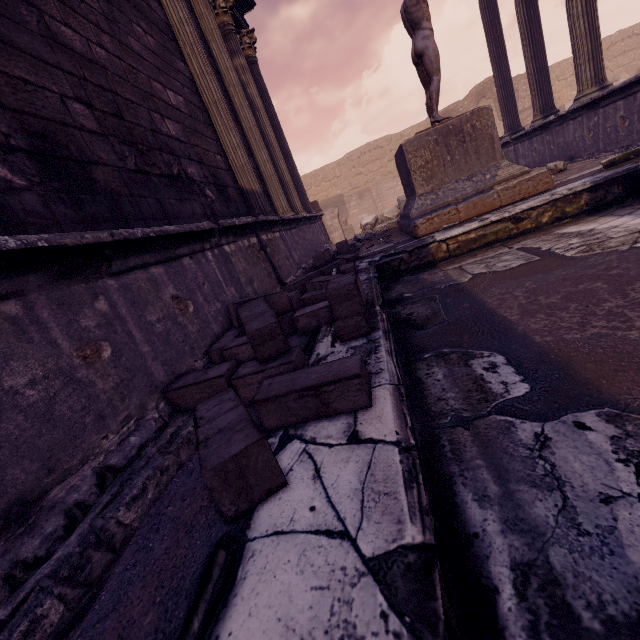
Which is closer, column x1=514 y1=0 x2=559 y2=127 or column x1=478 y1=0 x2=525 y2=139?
column x1=514 y1=0 x2=559 y2=127

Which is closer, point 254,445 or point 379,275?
point 254,445

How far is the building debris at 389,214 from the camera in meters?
11.2 m

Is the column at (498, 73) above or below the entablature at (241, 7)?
below

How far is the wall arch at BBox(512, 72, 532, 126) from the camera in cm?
2002

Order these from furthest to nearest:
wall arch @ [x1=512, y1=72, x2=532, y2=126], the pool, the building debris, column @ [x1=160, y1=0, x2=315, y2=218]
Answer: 1. wall arch @ [x1=512, y1=72, x2=532, y2=126]
2. the building debris
3. column @ [x1=160, y1=0, x2=315, y2=218]
4. the pool

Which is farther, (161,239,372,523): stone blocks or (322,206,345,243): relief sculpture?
(322,206,345,243): relief sculpture

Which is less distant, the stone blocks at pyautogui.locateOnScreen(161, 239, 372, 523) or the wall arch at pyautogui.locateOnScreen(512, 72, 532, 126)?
the stone blocks at pyautogui.locateOnScreen(161, 239, 372, 523)
